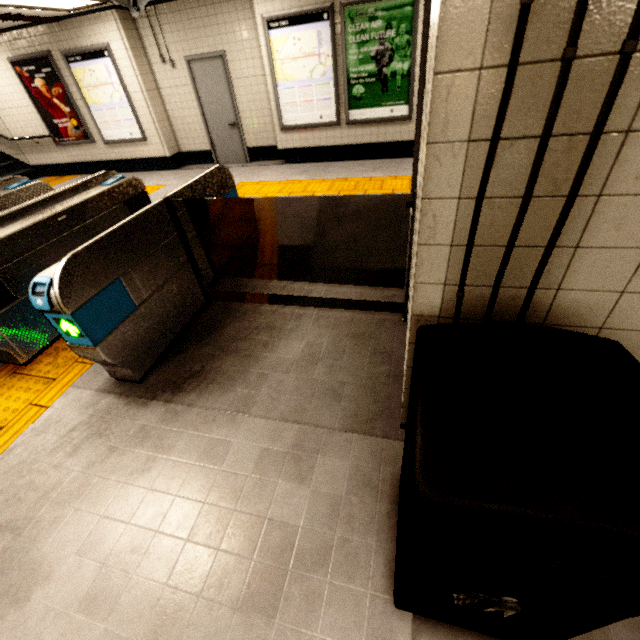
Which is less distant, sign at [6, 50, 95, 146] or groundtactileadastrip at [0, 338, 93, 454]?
groundtactileadastrip at [0, 338, 93, 454]

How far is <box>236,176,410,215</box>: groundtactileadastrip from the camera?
5.38m

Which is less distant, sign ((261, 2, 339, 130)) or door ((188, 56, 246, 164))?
sign ((261, 2, 339, 130))

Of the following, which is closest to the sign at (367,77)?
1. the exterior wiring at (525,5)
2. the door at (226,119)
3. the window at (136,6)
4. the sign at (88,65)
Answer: the door at (226,119)

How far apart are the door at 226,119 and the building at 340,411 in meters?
6.4

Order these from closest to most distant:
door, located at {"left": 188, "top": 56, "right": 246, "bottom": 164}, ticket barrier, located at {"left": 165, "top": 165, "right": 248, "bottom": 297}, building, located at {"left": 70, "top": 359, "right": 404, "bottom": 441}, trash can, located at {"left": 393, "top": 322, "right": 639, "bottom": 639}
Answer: trash can, located at {"left": 393, "top": 322, "right": 639, "bottom": 639}, building, located at {"left": 70, "top": 359, "right": 404, "bottom": 441}, ticket barrier, located at {"left": 165, "top": 165, "right": 248, "bottom": 297}, door, located at {"left": 188, "top": 56, "right": 246, "bottom": 164}

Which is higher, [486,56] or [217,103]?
[486,56]

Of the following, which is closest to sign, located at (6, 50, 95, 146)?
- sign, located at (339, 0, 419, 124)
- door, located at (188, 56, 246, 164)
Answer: door, located at (188, 56, 246, 164)
